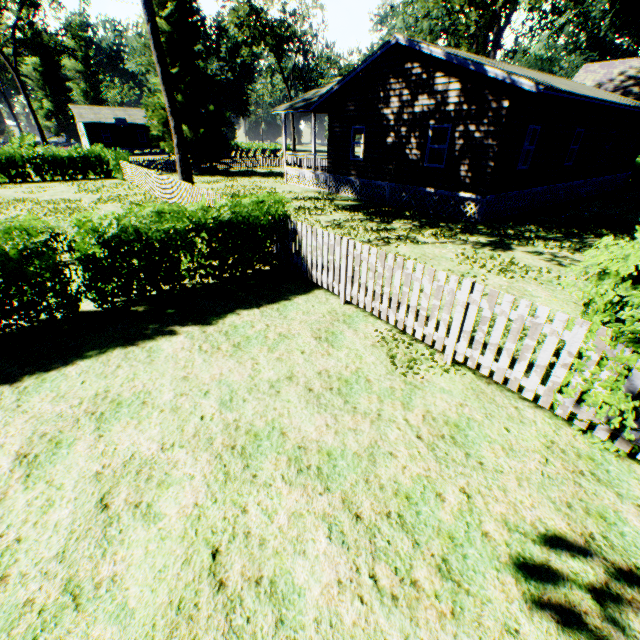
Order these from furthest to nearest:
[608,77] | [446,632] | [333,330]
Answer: [608,77]
[333,330]
[446,632]

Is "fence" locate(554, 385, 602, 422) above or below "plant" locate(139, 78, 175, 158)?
below

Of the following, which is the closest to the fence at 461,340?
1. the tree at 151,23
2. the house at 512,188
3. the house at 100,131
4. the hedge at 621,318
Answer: the hedge at 621,318

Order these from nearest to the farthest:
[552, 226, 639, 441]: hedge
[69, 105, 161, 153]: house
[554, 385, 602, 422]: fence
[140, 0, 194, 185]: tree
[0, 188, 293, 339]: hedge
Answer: [552, 226, 639, 441]: hedge < [554, 385, 602, 422]: fence < [0, 188, 293, 339]: hedge < [140, 0, 194, 185]: tree < [69, 105, 161, 153]: house

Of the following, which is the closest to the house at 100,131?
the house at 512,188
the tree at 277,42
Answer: the tree at 277,42

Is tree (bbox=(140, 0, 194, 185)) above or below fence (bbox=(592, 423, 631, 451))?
above

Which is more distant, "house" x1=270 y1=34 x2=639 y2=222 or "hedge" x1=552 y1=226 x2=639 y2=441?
"house" x1=270 y1=34 x2=639 y2=222

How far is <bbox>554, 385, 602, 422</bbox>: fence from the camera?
3.6 meters
